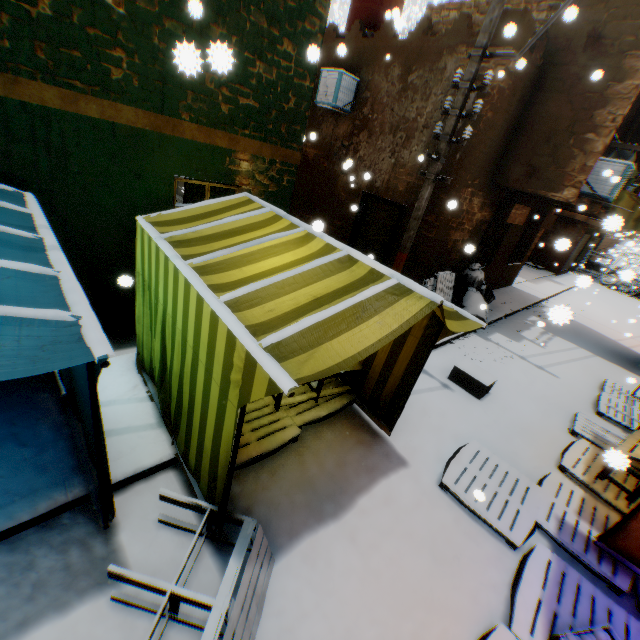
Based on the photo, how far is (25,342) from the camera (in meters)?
1.57

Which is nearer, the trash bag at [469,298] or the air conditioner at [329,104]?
the air conditioner at [329,104]

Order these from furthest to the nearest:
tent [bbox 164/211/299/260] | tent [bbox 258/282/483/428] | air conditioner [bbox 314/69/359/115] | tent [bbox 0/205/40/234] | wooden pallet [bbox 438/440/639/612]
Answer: air conditioner [bbox 314/69/359/115] → wooden pallet [bbox 438/440/639/612] → tent [bbox 164/211/299/260] → tent [bbox 0/205/40/234] → tent [bbox 258/282/483/428]

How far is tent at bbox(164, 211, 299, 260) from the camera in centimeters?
315cm

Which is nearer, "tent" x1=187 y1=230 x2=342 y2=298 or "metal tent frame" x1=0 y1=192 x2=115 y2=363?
"metal tent frame" x1=0 y1=192 x2=115 y2=363

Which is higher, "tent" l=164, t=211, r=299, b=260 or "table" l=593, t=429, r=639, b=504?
"tent" l=164, t=211, r=299, b=260

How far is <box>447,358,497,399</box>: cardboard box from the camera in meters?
6.3

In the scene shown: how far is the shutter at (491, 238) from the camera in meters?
9.9 m
